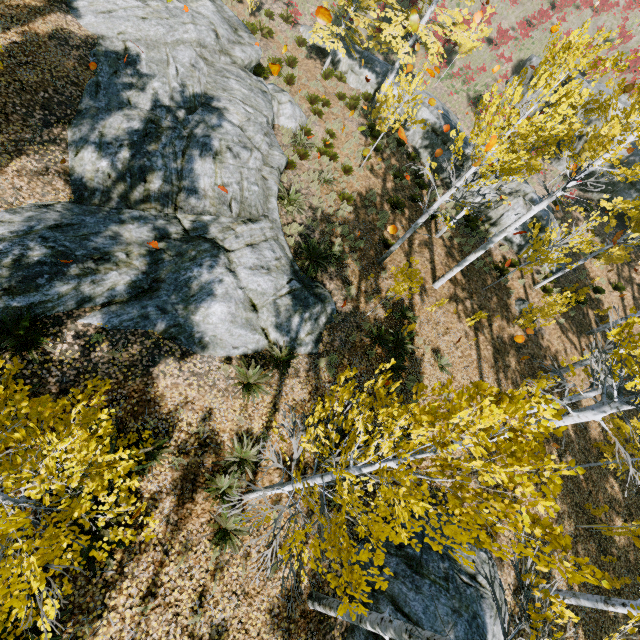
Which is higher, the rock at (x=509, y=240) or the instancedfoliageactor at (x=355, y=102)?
the rock at (x=509, y=240)

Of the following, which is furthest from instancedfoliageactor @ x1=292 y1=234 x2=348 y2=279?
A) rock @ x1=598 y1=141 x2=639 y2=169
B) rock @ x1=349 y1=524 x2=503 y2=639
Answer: rock @ x1=598 y1=141 x2=639 y2=169

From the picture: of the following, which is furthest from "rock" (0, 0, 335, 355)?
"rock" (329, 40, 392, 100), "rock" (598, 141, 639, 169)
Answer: "rock" (598, 141, 639, 169)

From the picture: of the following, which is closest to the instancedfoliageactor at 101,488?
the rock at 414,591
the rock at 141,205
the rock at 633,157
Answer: the rock at 141,205

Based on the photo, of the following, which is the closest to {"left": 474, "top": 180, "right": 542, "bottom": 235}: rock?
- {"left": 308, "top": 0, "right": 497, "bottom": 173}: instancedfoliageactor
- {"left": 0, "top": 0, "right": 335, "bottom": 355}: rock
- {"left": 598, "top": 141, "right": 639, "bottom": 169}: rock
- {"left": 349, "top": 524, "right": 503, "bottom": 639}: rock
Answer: {"left": 308, "top": 0, "right": 497, "bottom": 173}: instancedfoliageactor

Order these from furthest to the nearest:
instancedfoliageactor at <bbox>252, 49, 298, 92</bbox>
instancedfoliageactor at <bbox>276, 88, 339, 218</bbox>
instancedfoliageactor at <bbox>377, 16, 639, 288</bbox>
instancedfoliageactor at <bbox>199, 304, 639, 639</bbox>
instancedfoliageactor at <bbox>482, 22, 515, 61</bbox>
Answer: instancedfoliageactor at <bbox>482, 22, 515, 61</bbox> < instancedfoliageactor at <bbox>252, 49, 298, 92</bbox> < instancedfoliageactor at <bbox>276, 88, 339, 218</bbox> < instancedfoliageactor at <bbox>377, 16, 639, 288</bbox> < instancedfoliageactor at <bbox>199, 304, 639, 639</bbox>

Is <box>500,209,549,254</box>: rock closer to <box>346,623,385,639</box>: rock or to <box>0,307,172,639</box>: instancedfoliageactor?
<box>0,307,172,639</box>: instancedfoliageactor

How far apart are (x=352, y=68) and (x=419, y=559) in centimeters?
2360cm
